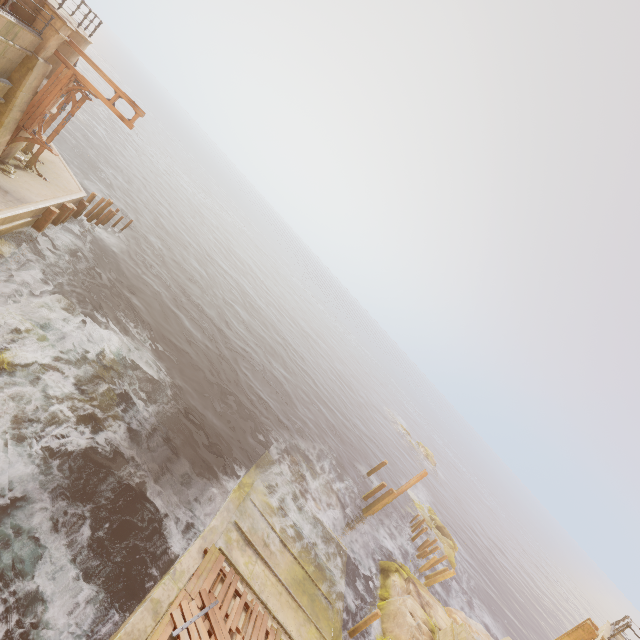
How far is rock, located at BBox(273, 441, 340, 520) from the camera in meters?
19.1

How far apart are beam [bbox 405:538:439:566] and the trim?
34.4m

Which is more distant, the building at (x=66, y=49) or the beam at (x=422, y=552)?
the beam at (x=422, y=552)

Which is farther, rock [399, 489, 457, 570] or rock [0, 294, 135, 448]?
rock [399, 489, 457, 570]

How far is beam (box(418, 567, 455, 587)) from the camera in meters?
21.1 m

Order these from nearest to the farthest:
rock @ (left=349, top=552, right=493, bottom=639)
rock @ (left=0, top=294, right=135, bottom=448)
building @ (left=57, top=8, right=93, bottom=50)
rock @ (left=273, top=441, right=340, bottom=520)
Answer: rock @ (left=0, top=294, right=135, bottom=448)
building @ (left=57, top=8, right=93, bottom=50)
rock @ (left=349, top=552, right=493, bottom=639)
rock @ (left=273, top=441, right=340, bottom=520)

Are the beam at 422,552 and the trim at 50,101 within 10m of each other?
no

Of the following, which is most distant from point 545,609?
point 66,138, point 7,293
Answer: point 66,138
